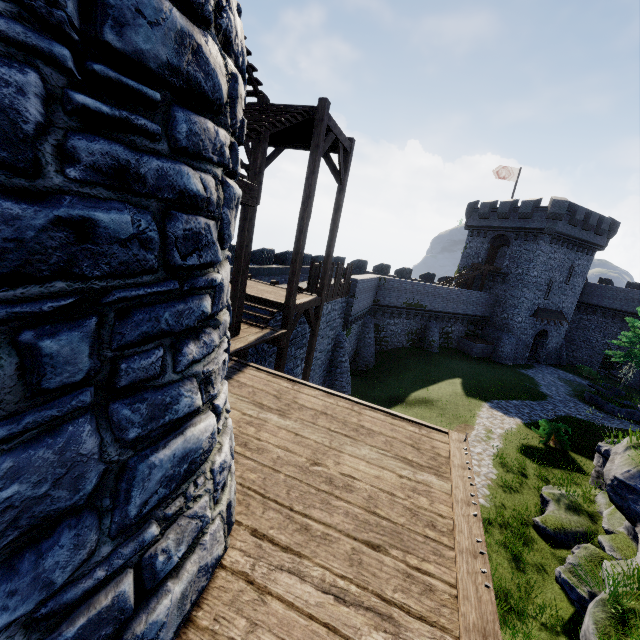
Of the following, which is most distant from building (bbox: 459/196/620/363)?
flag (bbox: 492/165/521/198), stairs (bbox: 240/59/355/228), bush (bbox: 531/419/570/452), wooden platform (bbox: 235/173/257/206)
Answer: wooden platform (bbox: 235/173/257/206)

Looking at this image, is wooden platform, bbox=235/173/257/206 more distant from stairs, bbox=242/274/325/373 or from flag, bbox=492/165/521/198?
flag, bbox=492/165/521/198

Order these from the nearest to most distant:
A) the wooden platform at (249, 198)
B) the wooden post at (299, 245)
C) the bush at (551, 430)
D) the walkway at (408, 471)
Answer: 1. the walkway at (408, 471)
2. the wooden platform at (249, 198)
3. the wooden post at (299, 245)
4. the bush at (551, 430)

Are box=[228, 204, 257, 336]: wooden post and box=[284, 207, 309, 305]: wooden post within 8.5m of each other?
yes

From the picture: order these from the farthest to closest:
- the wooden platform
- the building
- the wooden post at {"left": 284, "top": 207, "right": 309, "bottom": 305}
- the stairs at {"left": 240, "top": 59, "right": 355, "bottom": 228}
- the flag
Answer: the flag < the building < the wooden post at {"left": 284, "top": 207, "right": 309, "bottom": 305} < the stairs at {"left": 240, "top": 59, "right": 355, "bottom": 228} < the wooden platform

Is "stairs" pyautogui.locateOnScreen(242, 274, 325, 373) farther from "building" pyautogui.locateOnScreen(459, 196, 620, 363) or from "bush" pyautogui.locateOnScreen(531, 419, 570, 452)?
"building" pyautogui.locateOnScreen(459, 196, 620, 363)

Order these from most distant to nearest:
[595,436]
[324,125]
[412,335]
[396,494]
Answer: [412,335]
[595,436]
[324,125]
[396,494]

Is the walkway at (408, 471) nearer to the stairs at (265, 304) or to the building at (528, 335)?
the stairs at (265, 304)
